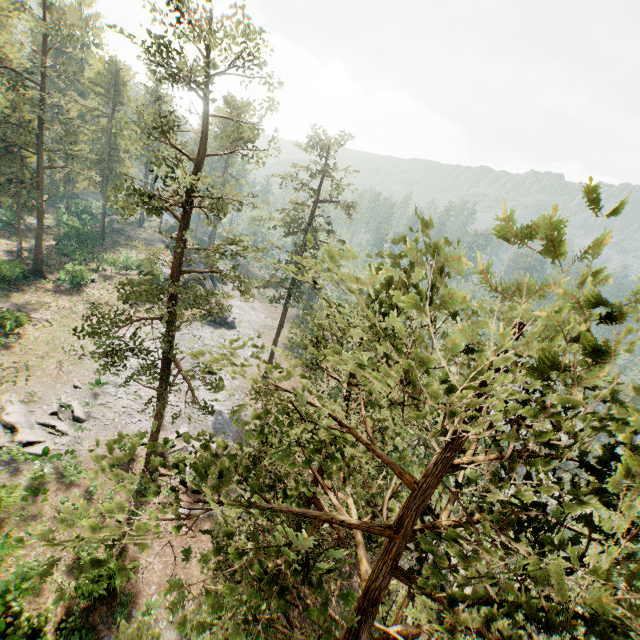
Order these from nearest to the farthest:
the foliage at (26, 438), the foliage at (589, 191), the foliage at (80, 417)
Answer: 1. the foliage at (589, 191)
2. the foliage at (26, 438)
3. the foliage at (80, 417)

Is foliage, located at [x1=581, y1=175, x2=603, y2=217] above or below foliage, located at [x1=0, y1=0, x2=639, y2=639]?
above

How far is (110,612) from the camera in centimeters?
1773cm

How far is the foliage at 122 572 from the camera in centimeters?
292cm

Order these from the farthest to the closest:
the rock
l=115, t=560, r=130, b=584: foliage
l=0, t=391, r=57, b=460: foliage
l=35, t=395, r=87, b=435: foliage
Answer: the rock, l=35, t=395, r=87, b=435: foliage, l=0, t=391, r=57, b=460: foliage, l=115, t=560, r=130, b=584: foliage

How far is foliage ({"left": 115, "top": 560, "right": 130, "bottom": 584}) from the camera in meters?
2.9 m
